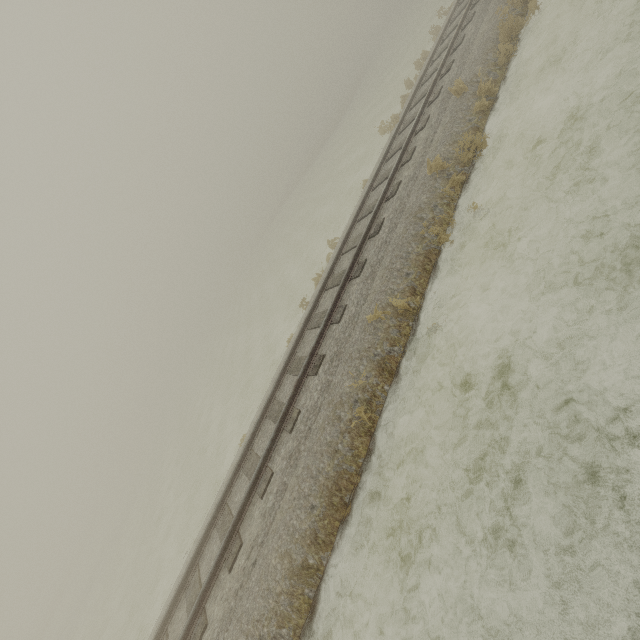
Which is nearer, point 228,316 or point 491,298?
point 491,298
